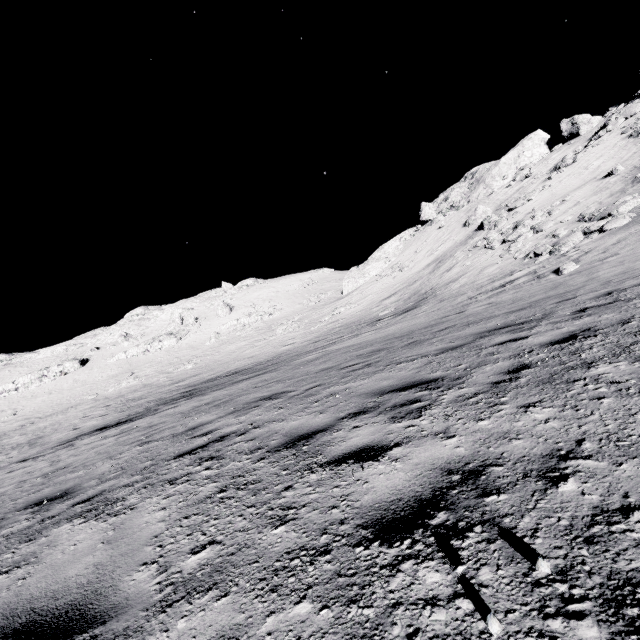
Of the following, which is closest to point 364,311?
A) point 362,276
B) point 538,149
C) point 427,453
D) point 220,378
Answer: point 362,276

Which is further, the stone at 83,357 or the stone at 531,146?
the stone at 83,357

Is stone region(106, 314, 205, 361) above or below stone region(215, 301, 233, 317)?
below

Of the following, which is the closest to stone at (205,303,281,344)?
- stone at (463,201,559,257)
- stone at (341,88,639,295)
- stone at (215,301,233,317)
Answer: stone at (215,301,233,317)

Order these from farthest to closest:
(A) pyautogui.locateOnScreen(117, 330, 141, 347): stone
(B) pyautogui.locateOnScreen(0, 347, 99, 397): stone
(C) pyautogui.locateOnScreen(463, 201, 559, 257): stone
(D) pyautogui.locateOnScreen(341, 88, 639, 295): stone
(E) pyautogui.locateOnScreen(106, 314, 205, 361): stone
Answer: (A) pyautogui.locateOnScreen(117, 330, 141, 347): stone, (E) pyautogui.locateOnScreen(106, 314, 205, 361): stone, (B) pyautogui.locateOnScreen(0, 347, 99, 397): stone, (D) pyautogui.locateOnScreen(341, 88, 639, 295): stone, (C) pyautogui.locateOnScreen(463, 201, 559, 257): stone

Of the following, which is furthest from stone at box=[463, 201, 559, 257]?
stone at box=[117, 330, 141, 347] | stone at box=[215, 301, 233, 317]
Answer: stone at box=[117, 330, 141, 347]

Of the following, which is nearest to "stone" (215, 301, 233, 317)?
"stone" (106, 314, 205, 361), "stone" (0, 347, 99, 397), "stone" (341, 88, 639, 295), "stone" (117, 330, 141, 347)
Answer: "stone" (106, 314, 205, 361)

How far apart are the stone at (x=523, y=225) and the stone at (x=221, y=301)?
44.72m
